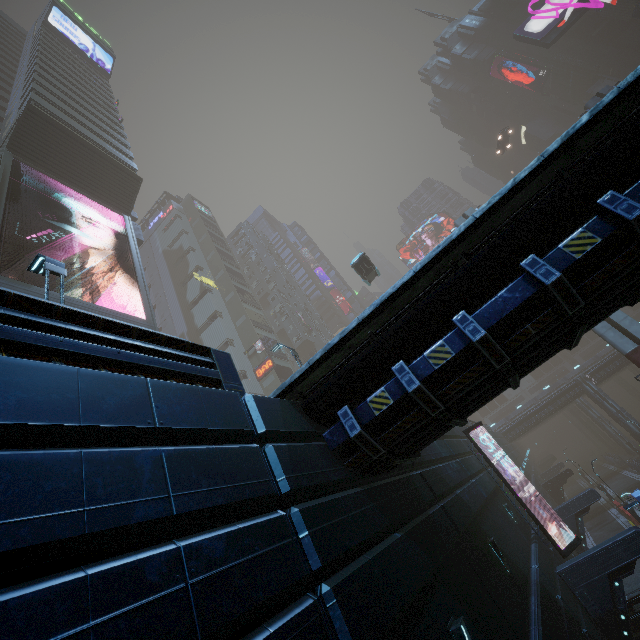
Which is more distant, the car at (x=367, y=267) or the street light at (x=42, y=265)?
the car at (x=367, y=267)

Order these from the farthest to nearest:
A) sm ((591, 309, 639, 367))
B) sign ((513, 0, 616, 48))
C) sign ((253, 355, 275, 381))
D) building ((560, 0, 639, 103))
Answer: building ((560, 0, 639, 103)), sign ((253, 355, 275, 381)), sign ((513, 0, 616, 48)), sm ((591, 309, 639, 367))

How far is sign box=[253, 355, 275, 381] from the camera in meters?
44.7

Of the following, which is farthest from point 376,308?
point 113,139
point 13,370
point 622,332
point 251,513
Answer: point 113,139

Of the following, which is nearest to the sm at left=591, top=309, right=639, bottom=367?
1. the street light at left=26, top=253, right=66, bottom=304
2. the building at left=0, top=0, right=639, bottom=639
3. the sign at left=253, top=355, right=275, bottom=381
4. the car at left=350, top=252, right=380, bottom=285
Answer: the building at left=0, top=0, right=639, bottom=639

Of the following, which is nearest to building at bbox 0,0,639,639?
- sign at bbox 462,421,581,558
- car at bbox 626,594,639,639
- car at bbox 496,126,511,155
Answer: sign at bbox 462,421,581,558

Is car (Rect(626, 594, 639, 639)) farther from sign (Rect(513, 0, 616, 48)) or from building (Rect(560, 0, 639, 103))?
sign (Rect(513, 0, 616, 48))

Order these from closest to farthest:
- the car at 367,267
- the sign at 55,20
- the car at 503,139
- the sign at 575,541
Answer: the sign at 575,541 < the car at 367,267 < the sign at 55,20 < the car at 503,139
